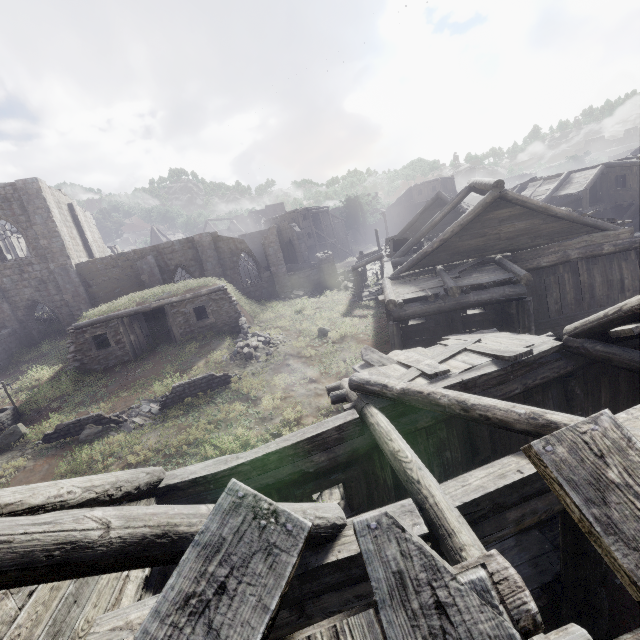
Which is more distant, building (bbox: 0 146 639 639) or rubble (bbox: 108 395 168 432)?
rubble (bbox: 108 395 168 432)

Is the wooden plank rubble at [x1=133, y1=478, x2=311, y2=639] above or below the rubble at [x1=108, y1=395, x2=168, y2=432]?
above

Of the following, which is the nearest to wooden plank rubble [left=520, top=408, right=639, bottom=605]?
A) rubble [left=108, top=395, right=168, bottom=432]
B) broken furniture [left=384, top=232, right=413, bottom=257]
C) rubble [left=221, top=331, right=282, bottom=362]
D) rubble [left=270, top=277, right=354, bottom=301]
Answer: rubble [left=108, top=395, right=168, bottom=432]

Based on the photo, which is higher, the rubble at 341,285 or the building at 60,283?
the building at 60,283

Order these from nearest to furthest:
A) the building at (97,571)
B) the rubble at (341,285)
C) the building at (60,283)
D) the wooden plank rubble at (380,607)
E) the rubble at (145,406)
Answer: the wooden plank rubble at (380,607) < the building at (97,571) < the rubble at (145,406) < the building at (60,283) < the rubble at (341,285)

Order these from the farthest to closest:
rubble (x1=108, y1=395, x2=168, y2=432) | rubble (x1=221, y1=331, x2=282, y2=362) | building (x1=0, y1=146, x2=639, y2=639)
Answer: rubble (x1=221, y1=331, x2=282, y2=362) → rubble (x1=108, y1=395, x2=168, y2=432) → building (x1=0, y1=146, x2=639, y2=639)

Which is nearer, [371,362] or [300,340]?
[371,362]

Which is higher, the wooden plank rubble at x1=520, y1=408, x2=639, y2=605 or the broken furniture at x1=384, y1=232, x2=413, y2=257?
the wooden plank rubble at x1=520, y1=408, x2=639, y2=605
